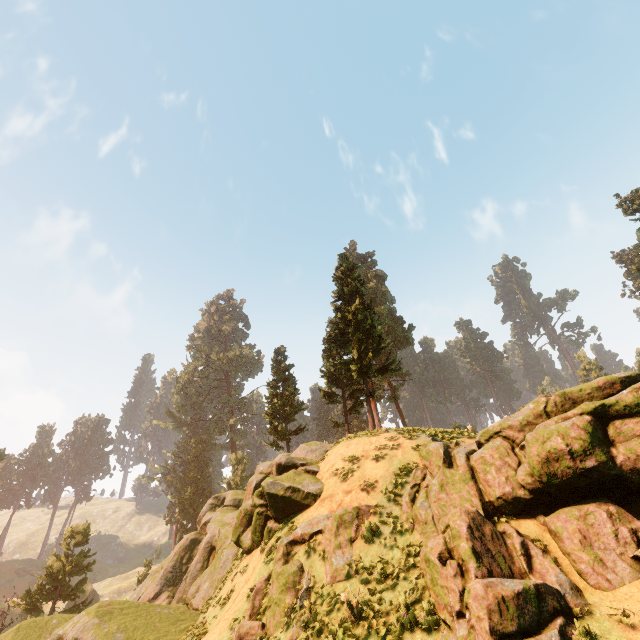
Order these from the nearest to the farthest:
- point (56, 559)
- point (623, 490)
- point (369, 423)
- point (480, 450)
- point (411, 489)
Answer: point (623, 490) < point (480, 450) < point (411, 489) < point (369, 423) < point (56, 559)

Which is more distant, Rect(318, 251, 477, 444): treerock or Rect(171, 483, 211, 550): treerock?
Rect(171, 483, 211, 550): treerock

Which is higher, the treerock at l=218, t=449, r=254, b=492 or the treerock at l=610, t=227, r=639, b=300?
the treerock at l=610, t=227, r=639, b=300

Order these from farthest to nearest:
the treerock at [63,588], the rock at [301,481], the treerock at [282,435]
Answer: the treerock at [282,435], the treerock at [63,588], the rock at [301,481]

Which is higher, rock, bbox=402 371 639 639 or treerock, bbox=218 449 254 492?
treerock, bbox=218 449 254 492

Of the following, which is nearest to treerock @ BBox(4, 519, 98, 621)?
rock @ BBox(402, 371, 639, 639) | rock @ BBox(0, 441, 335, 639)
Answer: rock @ BBox(0, 441, 335, 639)

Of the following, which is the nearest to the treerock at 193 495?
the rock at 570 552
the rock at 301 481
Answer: the rock at 301 481

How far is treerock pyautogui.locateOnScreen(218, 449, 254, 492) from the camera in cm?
5106
